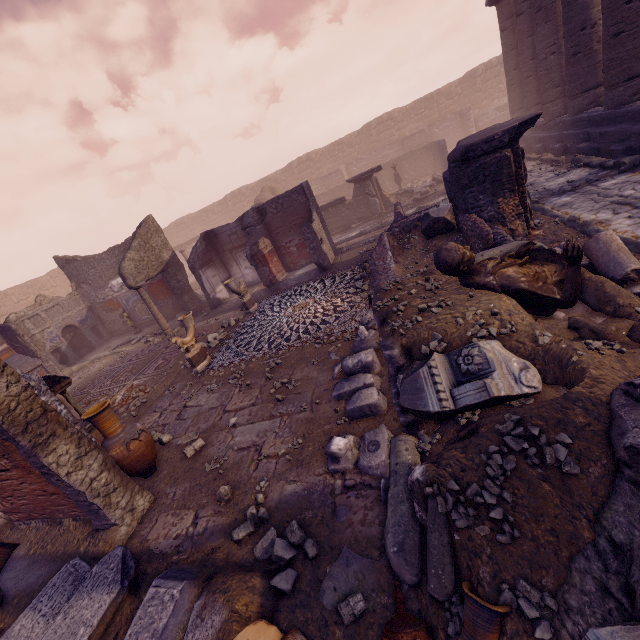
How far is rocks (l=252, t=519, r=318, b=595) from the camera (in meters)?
2.73

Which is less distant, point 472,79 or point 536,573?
point 536,573

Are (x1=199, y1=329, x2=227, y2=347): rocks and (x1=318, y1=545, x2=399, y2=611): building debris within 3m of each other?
no

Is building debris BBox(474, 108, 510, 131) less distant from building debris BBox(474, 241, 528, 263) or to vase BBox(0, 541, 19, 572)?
building debris BBox(474, 241, 528, 263)

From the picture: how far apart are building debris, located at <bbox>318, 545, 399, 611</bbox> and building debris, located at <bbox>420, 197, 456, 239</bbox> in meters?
6.8 m

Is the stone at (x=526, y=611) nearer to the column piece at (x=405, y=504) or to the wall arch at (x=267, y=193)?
the column piece at (x=405, y=504)

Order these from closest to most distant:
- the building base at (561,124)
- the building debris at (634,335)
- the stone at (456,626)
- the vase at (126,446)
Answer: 1. the stone at (456,626)
2. the building debris at (634,335)
3. the vase at (126,446)
4. the building base at (561,124)

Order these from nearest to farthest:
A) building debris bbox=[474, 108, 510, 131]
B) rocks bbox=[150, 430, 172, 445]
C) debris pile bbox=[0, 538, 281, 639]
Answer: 1. debris pile bbox=[0, 538, 281, 639]
2. rocks bbox=[150, 430, 172, 445]
3. building debris bbox=[474, 108, 510, 131]
